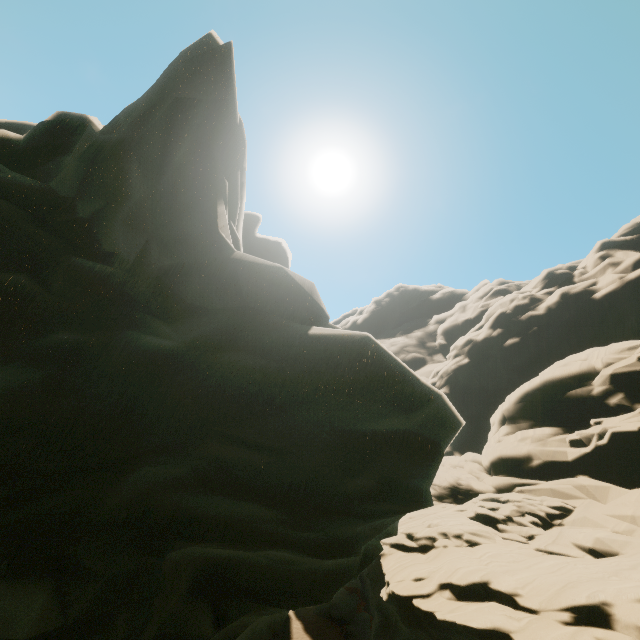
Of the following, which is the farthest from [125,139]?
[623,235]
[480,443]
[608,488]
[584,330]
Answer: [623,235]
